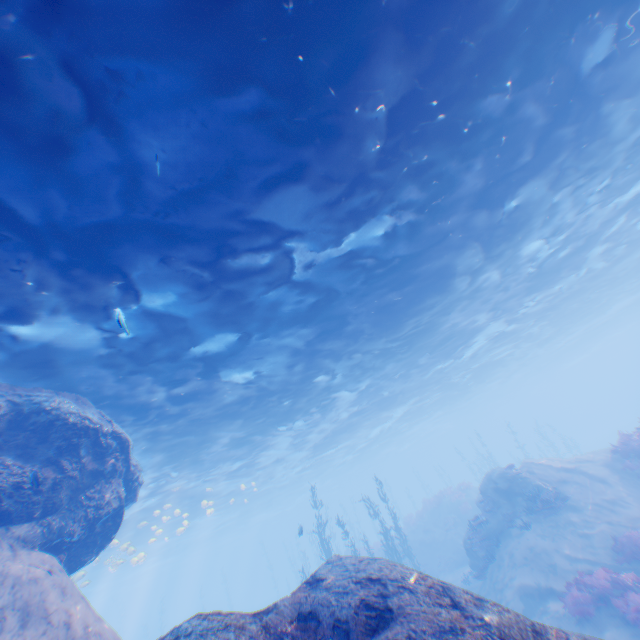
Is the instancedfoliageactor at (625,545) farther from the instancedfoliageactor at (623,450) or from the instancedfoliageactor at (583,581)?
the instancedfoliageactor at (623,450)

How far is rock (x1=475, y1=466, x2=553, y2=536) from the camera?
16.3 meters

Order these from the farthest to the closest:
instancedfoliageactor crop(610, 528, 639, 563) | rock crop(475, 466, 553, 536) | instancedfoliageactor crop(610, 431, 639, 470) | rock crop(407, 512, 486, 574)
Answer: rock crop(407, 512, 486, 574) → rock crop(475, 466, 553, 536) → instancedfoliageactor crop(610, 431, 639, 470) → instancedfoliageactor crop(610, 528, 639, 563)

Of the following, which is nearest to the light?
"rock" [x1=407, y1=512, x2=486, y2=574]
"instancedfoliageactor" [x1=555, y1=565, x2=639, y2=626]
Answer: "instancedfoliageactor" [x1=555, y1=565, x2=639, y2=626]

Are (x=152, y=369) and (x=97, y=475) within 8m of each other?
yes

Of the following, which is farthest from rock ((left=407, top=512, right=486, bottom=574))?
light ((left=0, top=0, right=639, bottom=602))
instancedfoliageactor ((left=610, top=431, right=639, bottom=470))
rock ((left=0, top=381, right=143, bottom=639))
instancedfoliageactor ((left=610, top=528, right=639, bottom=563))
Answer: instancedfoliageactor ((left=610, top=528, right=639, bottom=563))

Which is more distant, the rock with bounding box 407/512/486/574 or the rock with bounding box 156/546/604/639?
the rock with bounding box 407/512/486/574

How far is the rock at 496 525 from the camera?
16.28m
